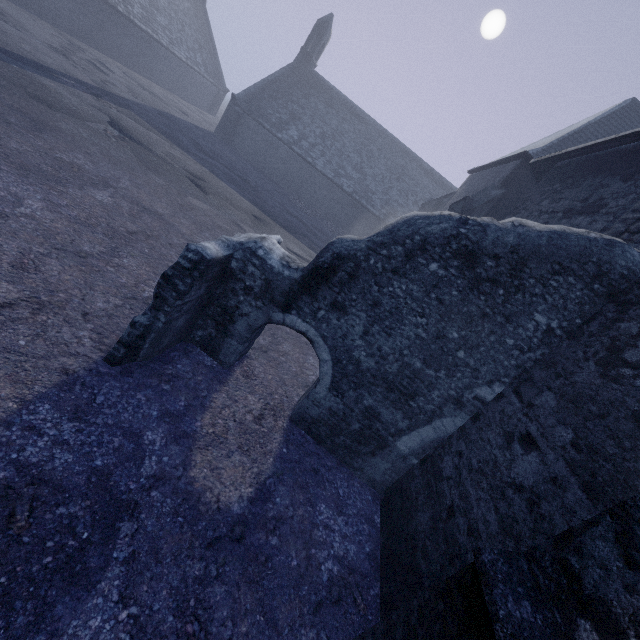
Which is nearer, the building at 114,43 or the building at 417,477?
the building at 417,477

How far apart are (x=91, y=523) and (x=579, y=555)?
3.3 meters

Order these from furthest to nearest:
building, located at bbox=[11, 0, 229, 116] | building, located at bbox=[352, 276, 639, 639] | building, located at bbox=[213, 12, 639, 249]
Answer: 1. building, located at bbox=[11, 0, 229, 116]
2. building, located at bbox=[213, 12, 639, 249]
3. building, located at bbox=[352, 276, 639, 639]

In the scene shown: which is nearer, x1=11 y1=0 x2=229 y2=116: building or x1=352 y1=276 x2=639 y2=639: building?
x1=352 y1=276 x2=639 y2=639: building

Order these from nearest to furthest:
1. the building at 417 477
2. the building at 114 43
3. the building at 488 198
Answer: the building at 417 477 → the building at 488 198 → the building at 114 43
